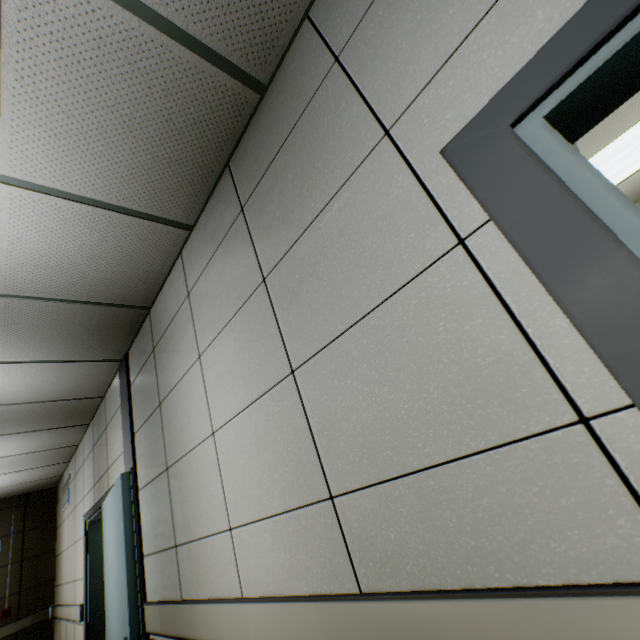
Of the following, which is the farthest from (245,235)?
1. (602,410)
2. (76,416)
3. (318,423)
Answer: (76,416)

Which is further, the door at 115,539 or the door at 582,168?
the door at 115,539

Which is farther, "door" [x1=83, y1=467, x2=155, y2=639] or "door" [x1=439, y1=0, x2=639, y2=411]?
"door" [x1=83, y1=467, x2=155, y2=639]
